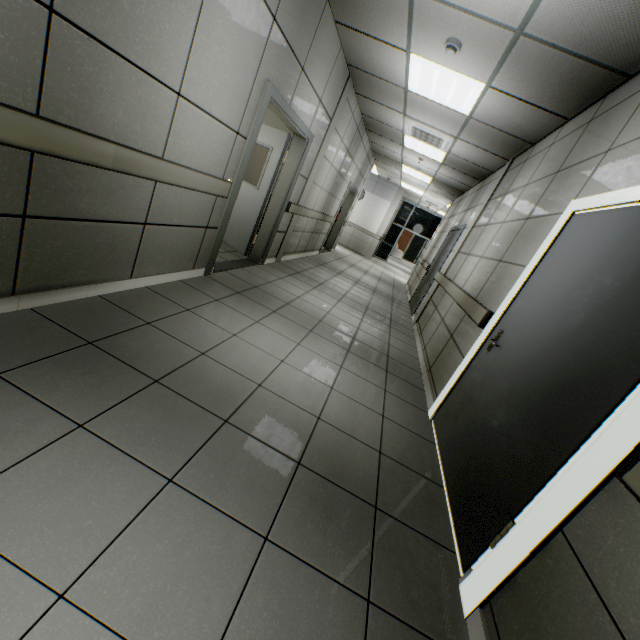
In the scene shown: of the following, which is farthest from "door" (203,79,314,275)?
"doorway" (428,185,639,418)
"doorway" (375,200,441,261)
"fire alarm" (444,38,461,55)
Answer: "doorway" (375,200,441,261)

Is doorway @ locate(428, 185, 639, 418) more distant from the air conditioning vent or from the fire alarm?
the air conditioning vent

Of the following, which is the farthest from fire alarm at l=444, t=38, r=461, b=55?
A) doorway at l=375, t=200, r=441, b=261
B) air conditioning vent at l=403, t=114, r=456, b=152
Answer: doorway at l=375, t=200, r=441, b=261

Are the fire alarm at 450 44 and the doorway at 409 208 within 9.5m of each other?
no

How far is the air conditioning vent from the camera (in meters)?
5.61

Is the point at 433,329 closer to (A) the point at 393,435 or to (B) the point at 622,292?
(A) the point at 393,435

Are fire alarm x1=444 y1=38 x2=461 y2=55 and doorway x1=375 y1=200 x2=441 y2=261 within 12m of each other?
no

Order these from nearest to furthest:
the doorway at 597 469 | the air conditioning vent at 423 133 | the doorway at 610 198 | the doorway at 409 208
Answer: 1. the doorway at 597 469
2. the doorway at 610 198
3. the air conditioning vent at 423 133
4. the doorway at 409 208
